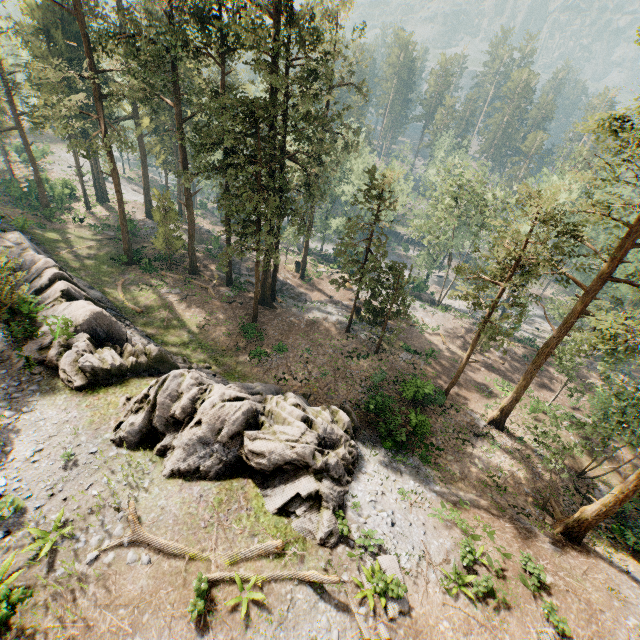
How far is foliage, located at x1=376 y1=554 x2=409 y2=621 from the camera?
12.4 meters

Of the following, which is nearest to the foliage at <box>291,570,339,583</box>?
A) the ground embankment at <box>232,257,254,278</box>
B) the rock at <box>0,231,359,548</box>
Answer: the ground embankment at <box>232,257,254,278</box>

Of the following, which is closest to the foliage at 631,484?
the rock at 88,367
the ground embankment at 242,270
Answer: the ground embankment at 242,270

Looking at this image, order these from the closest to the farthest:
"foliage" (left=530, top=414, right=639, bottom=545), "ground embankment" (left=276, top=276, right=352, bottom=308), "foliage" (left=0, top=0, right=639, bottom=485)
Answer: "foliage" (left=530, top=414, right=639, bottom=545), "foliage" (left=0, top=0, right=639, bottom=485), "ground embankment" (left=276, top=276, right=352, bottom=308)

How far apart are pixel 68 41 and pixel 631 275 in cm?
5909

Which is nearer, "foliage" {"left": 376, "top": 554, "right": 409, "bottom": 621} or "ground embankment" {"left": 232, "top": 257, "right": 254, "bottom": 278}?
"foliage" {"left": 376, "top": 554, "right": 409, "bottom": 621}

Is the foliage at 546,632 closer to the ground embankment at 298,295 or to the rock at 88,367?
the ground embankment at 298,295
